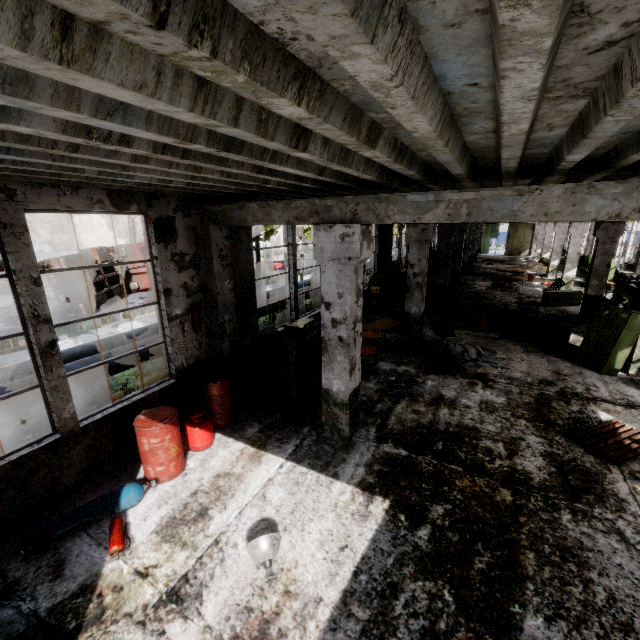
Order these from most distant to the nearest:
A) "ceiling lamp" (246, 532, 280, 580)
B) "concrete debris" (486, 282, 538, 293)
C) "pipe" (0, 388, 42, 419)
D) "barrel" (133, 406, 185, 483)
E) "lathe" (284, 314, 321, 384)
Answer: "concrete debris" (486, 282, 538, 293) → "lathe" (284, 314, 321, 384) → "pipe" (0, 388, 42, 419) → "barrel" (133, 406, 185, 483) → "ceiling lamp" (246, 532, 280, 580)

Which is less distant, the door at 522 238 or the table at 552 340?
the table at 552 340

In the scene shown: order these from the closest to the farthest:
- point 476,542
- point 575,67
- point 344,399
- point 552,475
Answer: point 575,67 → point 476,542 → point 552,475 → point 344,399

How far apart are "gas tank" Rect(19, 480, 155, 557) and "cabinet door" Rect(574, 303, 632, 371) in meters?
10.7

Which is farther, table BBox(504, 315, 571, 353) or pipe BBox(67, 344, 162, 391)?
table BBox(504, 315, 571, 353)

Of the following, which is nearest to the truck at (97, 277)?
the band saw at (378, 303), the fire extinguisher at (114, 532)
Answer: the band saw at (378, 303)

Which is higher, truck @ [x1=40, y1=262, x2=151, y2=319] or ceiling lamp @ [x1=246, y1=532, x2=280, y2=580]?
truck @ [x1=40, y1=262, x2=151, y2=319]

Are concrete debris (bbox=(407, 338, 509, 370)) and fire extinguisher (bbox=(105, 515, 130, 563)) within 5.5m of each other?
no
